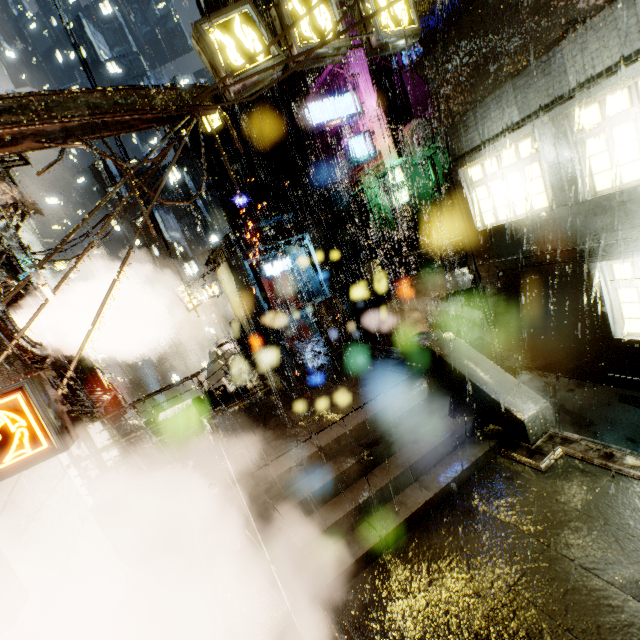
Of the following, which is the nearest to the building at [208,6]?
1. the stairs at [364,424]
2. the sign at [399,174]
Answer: the sign at [399,174]

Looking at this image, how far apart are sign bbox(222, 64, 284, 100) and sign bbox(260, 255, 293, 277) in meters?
19.1 m

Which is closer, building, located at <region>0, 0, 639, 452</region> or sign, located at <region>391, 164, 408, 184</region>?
building, located at <region>0, 0, 639, 452</region>

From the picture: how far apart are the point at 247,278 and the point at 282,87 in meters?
18.4

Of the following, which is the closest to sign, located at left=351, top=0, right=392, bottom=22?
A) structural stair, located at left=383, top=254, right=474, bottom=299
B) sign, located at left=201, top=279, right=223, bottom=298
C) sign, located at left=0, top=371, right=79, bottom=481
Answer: sign, located at left=0, top=371, right=79, bottom=481

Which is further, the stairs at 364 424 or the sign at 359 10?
the sign at 359 10

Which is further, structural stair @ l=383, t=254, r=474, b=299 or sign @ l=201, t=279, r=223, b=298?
sign @ l=201, t=279, r=223, b=298

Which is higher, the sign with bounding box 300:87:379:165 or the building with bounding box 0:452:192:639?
the sign with bounding box 300:87:379:165
